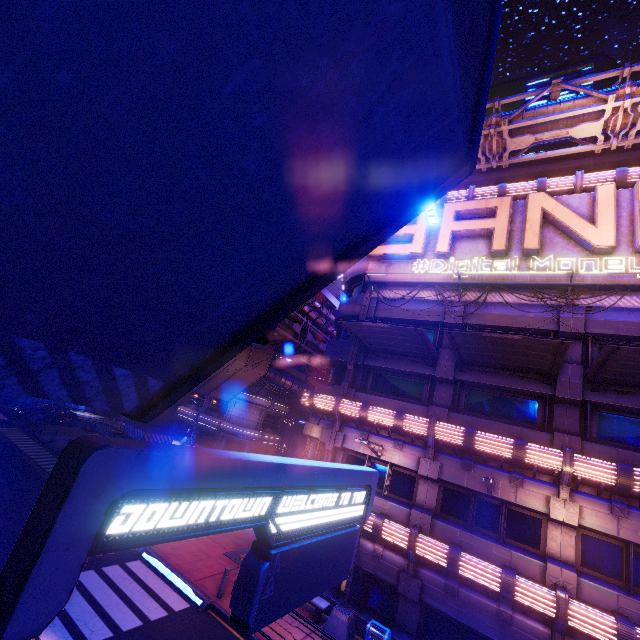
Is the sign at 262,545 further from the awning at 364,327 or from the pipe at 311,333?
the pipe at 311,333

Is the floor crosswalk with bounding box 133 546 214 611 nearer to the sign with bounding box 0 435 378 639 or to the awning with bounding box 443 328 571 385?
the sign with bounding box 0 435 378 639

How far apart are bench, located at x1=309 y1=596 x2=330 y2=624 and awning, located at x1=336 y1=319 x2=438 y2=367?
11.3 meters

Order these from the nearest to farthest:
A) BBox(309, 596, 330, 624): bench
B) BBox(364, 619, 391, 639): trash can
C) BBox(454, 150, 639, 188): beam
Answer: BBox(364, 619, 391, 639): trash can < BBox(309, 596, 330, 624): bench < BBox(454, 150, 639, 188): beam

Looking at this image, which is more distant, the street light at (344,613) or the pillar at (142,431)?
the pillar at (142,431)

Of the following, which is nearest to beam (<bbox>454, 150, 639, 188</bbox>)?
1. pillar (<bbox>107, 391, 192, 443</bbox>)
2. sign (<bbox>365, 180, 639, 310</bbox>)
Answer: sign (<bbox>365, 180, 639, 310</bbox>)

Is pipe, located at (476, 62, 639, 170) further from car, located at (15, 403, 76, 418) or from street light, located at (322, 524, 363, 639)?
car, located at (15, 403, 76, 418)

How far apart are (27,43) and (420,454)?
16.9 meters
